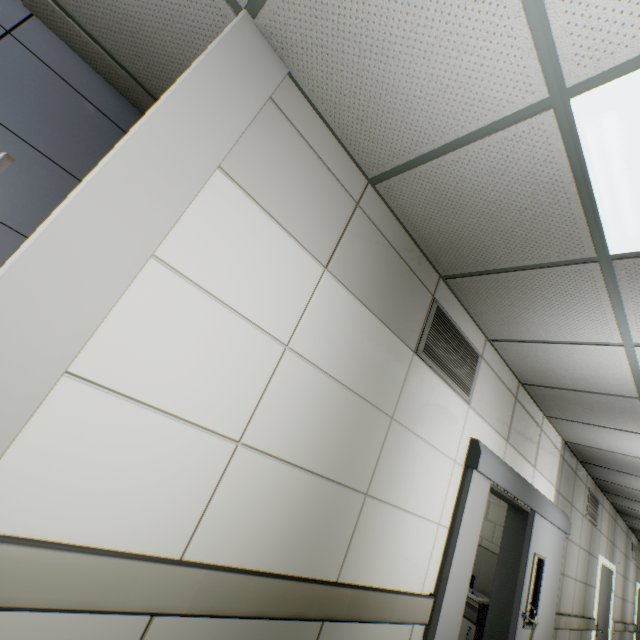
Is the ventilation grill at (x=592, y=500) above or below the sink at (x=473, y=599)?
above

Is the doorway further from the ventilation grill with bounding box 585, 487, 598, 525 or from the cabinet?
the ventilation grill with bounding box 585, 487, 598, 525

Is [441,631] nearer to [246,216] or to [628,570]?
[246,216]

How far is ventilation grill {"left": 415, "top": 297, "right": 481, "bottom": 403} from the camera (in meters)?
2.45

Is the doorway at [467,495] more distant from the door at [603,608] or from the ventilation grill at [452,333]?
the door at [603,608]

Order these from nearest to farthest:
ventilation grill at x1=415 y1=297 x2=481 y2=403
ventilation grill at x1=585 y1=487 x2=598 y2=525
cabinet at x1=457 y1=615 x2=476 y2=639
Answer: ventilation grill at x1=415 y1=297 x2=481 y2=403, cabinet at x1=457 y1=615 x2=476 y2=639, ventilation grill at x1=585 y1=487 x2=598 y2=525

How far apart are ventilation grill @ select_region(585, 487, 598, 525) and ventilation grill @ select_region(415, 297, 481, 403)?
5.03m

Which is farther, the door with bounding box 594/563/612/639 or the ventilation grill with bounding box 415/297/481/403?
the door with bounding box 594/563/612/639
